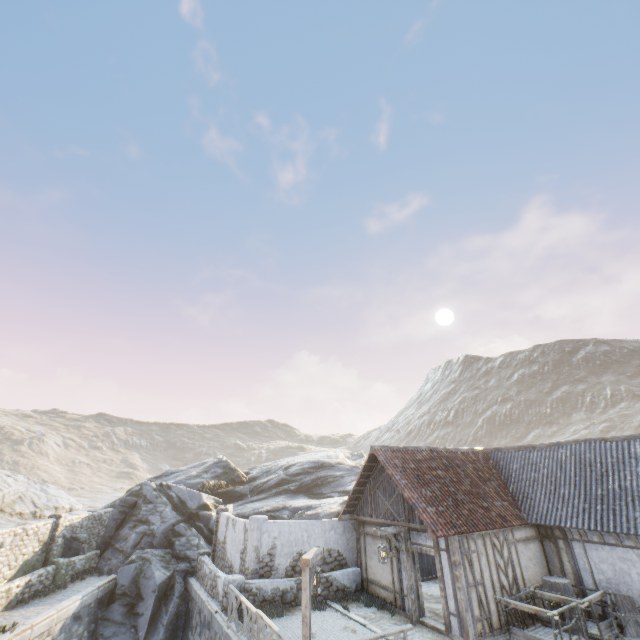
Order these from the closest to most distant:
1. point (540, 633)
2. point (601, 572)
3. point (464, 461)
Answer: point (540, 633)
point (601, 572)
point (464, 461)

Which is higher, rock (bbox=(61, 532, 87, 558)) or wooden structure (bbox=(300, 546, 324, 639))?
wooden structure (bbox=(300, 546, 324, 639))

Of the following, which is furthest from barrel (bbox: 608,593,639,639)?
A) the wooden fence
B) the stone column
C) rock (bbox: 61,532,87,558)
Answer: the stone column

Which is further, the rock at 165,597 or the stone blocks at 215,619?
the rock at 165,597

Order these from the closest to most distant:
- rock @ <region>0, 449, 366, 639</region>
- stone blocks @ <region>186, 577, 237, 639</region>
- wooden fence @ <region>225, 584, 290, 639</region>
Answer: wooden fence @ <region>225, 584, 290, 639</region>, stone blocks @ <region>186, 577, 237, 639</region>, rock @ <region>0, 449, 366, 639</region>

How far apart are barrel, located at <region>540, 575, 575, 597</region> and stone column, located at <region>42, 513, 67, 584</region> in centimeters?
2226cm

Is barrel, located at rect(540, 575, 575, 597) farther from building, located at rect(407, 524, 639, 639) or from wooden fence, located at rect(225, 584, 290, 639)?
wooden fence, located at rect(225, 584, 290, 639)

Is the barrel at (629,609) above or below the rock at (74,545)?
below
